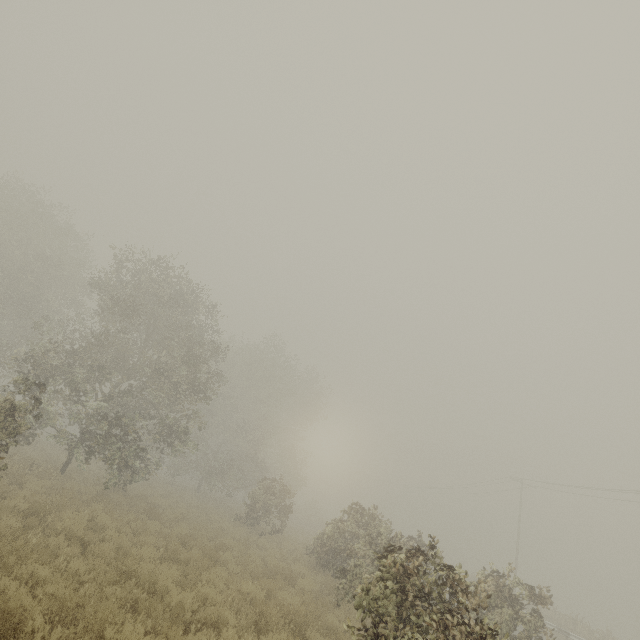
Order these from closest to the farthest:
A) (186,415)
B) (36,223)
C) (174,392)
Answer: (174,392), (186,415), (36,223)
